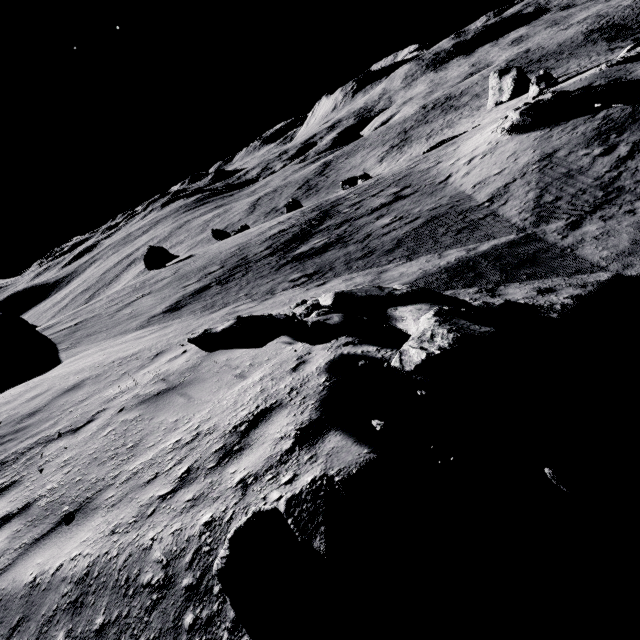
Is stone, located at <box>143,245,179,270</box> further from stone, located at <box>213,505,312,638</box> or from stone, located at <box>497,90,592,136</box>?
stone, located at <box>213,505,312,638</box>

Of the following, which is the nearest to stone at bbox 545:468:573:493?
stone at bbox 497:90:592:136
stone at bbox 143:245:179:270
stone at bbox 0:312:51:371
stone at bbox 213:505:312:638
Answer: stone at bbox 213:505:312:638

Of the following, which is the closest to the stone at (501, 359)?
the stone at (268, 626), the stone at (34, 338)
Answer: the stone at (268, 626)

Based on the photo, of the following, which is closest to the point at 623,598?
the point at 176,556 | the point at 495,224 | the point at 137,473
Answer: the point at 176,556

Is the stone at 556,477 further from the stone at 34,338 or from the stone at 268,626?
the stone at 34,338

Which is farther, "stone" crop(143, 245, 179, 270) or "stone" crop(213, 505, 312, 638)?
"stone" crop(143, 245, 179, 270)

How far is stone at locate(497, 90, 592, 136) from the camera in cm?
1748

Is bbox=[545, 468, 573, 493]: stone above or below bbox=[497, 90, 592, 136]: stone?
above
